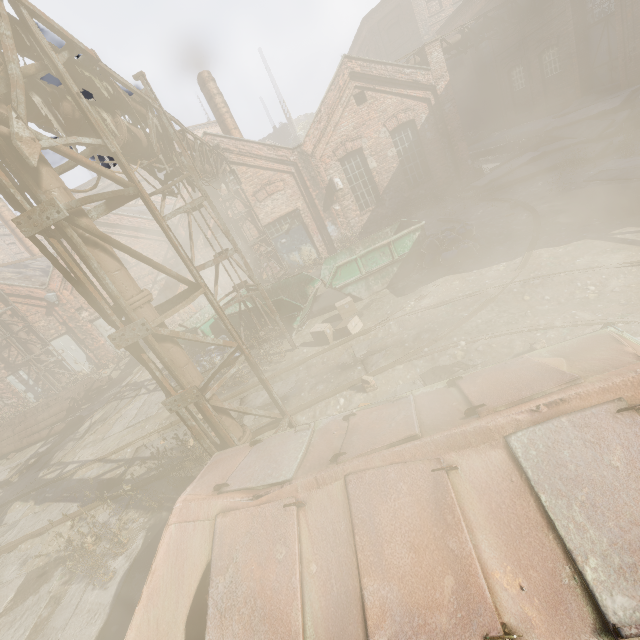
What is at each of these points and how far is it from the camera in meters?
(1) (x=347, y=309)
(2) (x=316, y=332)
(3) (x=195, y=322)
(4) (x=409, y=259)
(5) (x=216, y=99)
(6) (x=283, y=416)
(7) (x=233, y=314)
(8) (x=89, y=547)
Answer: (1) carton, 9.4 m
(2) carton, 8.5 m
(3) container, 12.7 m
(4) container, 10.0 m
(5) building, 15.7 m
(6) scaffolding, 5.2 m
(7) container, 10.5 m
(8) instancedfoliageactor, 5.6 m

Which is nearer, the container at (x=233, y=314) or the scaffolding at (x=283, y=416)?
the scaffolding at (x=283, y=416)

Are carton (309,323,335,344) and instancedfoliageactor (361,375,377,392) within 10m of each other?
yes

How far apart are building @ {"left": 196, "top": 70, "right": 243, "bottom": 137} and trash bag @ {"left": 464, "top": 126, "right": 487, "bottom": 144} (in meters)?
15.89

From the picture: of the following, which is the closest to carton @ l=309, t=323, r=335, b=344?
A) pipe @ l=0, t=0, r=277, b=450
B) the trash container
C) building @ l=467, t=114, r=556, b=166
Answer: pipe @ l=0, t=0, r=277, b=450

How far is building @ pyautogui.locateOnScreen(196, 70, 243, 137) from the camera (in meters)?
15.38

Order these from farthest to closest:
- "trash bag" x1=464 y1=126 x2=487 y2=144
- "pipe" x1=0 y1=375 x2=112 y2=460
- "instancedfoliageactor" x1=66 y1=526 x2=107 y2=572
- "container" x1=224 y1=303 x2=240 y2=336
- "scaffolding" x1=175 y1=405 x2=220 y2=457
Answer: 1. "trash bag" x1=464 y1=126 x2=487 y2=144
2. "pipe" x1=0 y1=375 x2=112 y2=460
3. "container" x1=224 y1=303 x2=240 y2=336
4. "instancedfoliageactor" x1=66 y1=526 x2=107 y2=572
5. "scaffolding" x1=175 y1=405 x2=220 y2=457

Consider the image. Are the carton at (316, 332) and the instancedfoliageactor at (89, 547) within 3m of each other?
no
